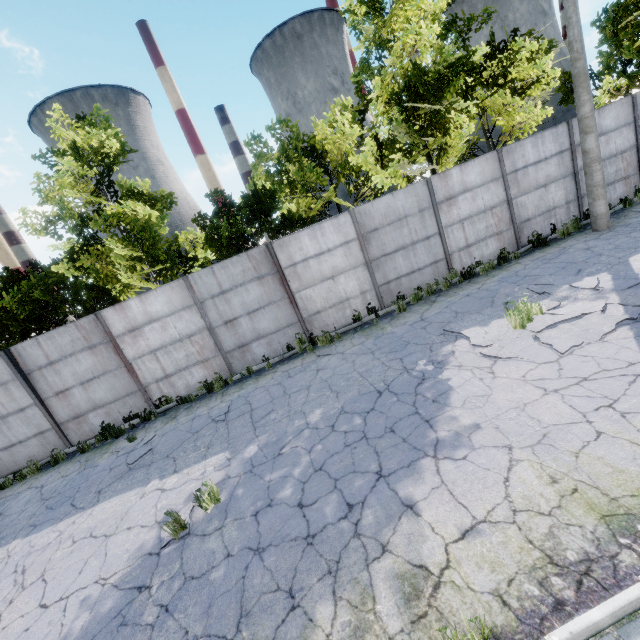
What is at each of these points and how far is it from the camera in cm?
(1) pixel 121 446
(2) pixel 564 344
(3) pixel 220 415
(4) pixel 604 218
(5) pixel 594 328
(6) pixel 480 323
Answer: (1) asphalt debris, 916
(2) asphalt debris, 588
(3) asphalt debris, 865
(4) lamp post, 1057
(5) asphalt debris, 598
(6) asphalt debris, 784

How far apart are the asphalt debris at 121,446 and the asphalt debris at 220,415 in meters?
1.6

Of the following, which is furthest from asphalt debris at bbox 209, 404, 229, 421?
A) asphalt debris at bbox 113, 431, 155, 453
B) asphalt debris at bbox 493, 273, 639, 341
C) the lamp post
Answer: the lamp post

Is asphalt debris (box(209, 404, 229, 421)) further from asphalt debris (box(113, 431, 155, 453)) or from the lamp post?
the lamp post

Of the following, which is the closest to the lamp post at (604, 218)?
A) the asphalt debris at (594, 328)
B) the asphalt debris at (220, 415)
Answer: the asphalt debris at (594, 328)

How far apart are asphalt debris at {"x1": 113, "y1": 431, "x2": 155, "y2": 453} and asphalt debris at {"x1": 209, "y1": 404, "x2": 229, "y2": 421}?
1.6 meters

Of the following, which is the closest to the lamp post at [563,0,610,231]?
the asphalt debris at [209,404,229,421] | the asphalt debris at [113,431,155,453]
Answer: the asphalt debris at [209,404,229,421]

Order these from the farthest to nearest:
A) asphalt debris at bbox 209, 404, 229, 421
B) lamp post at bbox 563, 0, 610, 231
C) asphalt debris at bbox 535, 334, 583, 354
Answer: lamp post at bbox 563, 0, 610, 231, asphalt debris at bbox 209, 404, 229, 421, asphalt debris at bbox 535, 334, 583, 354
